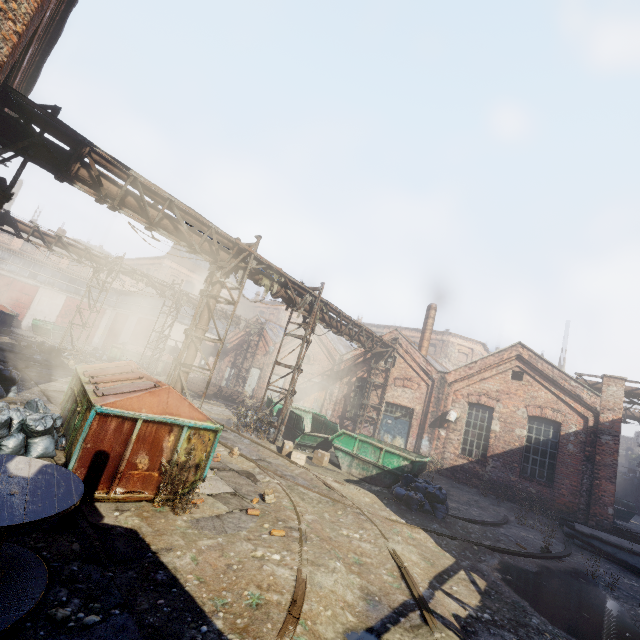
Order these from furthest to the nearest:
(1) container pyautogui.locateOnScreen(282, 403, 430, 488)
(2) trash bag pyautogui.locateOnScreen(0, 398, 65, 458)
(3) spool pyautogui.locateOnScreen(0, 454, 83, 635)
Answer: (1) container pyautogui.locateOnScreen(282, 403, 430, 488) → (2) trash bag pyautogui.locateOnScreen(0, 398, 65, 458) → (3) spool pyautogui.locateOnScreen(0, 454, 83, 635)

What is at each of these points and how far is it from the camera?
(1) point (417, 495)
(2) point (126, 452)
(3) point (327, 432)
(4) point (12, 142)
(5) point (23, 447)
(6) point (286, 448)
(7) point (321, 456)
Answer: (1) trash bag, 9.6m
(2) trash container, 5.2m
(3) container, 14.6m
(4) pipe, 6.8m
(5) trash bag, 5.7m
(6) carton, 11.7m
(7) carton, 12.0m

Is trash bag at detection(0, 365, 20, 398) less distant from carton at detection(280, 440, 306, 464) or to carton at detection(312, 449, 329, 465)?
carton at detection(280, 440, 306, 464)

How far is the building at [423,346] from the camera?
21.5 meters

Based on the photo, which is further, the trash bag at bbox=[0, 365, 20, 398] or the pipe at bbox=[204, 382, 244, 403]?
the pipe at bbox=[204, 382, 244, 403]

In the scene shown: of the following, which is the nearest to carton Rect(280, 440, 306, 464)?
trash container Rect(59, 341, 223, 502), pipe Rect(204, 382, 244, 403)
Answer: trash container Rect(59, 341, 223, 502)

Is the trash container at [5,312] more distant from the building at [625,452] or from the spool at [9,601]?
the building at [625,452]

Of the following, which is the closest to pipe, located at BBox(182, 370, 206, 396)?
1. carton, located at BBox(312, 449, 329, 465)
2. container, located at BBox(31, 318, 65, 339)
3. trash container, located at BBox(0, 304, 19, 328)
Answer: carton, located at BBox(312, 449, 329, 465)
